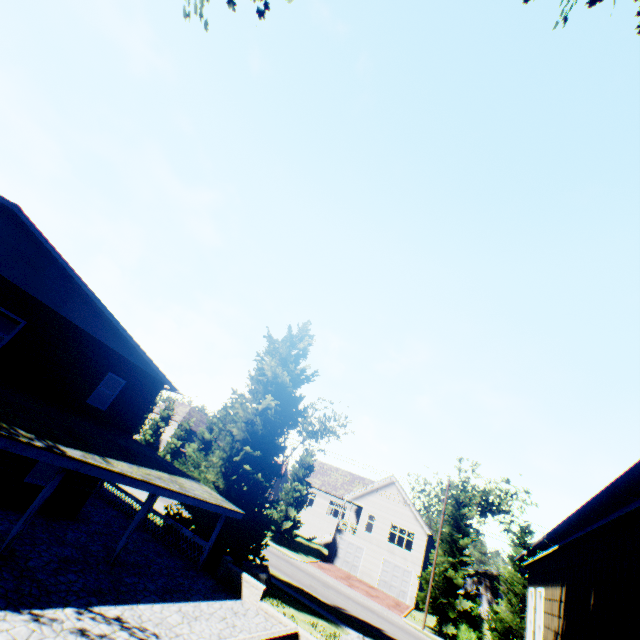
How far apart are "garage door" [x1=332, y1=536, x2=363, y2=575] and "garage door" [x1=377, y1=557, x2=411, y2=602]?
2.15m

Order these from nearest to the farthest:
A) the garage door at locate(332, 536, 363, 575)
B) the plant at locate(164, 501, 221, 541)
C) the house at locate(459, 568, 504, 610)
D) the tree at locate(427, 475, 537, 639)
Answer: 1. the plant at locate(164, 501, 221, 541)
2. the tree at locate(427, 475, 537, 639)
3. the garage door at locate(332, 536, 363, 575)
4. the house at locate(459, 568, 504, 610)

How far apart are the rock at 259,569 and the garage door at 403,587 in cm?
2315

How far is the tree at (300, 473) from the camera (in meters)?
36.12

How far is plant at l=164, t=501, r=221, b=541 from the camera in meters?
16.8 m

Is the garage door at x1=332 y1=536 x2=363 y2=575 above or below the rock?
above

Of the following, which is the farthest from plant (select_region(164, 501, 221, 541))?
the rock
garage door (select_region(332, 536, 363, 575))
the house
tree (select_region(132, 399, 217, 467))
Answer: the house

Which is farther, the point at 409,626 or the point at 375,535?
the point at 375,535
